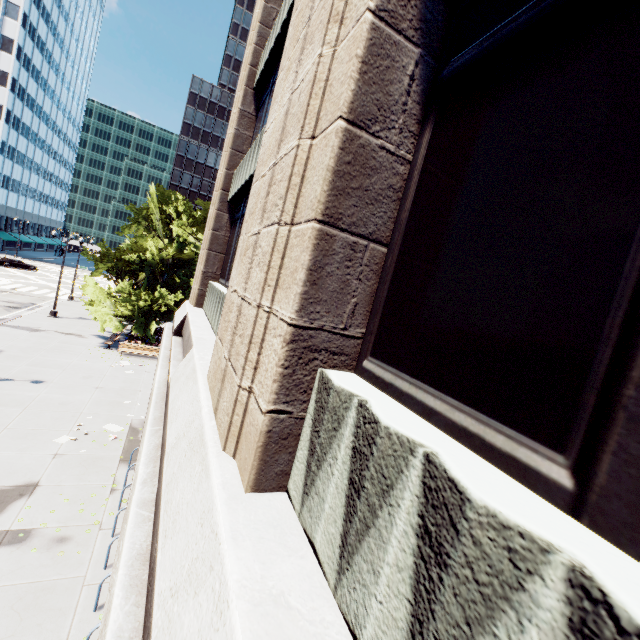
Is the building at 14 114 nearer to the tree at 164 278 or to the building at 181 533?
the tree at 164 278

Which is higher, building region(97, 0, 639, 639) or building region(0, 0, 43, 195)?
building region(0, 0, 43, 195)

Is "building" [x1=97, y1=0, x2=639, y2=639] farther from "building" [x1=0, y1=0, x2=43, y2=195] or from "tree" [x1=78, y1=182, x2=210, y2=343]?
"building" [x1=0, y1=0, x2=43, y2=195]

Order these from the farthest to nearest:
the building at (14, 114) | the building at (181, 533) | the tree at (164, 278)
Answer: the building at (14, 114) → the tree at (164, 278) → the building at (181, 533)

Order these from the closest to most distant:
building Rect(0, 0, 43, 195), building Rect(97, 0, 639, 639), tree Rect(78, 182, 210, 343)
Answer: building Rect(97, 0, 639, 639) → tree Rect(78, 182, 210, 343) → building Rect(0, 0, 43, 195)

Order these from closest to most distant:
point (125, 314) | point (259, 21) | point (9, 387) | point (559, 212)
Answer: point (559, 212) < point (259, 21) < point (9, 387) < point (125, 314)
